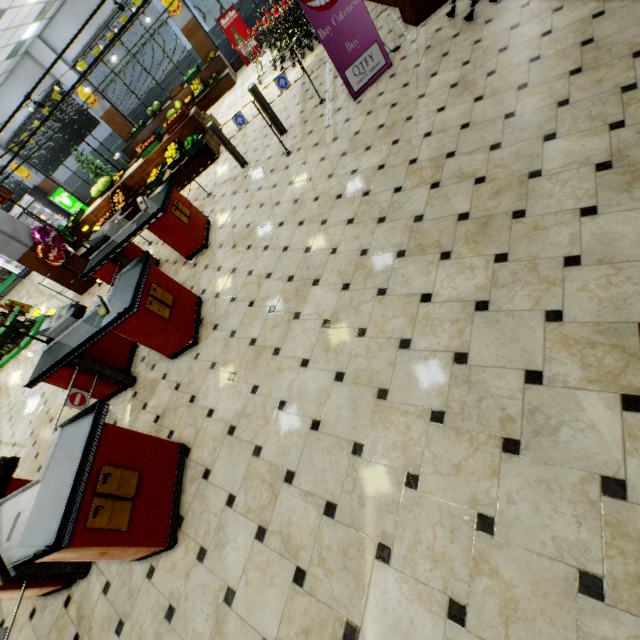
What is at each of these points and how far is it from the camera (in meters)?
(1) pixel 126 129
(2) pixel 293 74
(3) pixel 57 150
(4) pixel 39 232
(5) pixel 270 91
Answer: (1) building, 14.52
(2) building, 8.59
(3) curtain, 14.75
(4) foil balloon, 7.92
(5) building, 9.03

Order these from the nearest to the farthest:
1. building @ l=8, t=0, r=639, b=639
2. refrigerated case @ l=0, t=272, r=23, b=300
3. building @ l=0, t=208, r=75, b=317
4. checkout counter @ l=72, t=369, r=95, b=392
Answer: building @ l=8, t=0, r=639, b=639
checkout counter @ l=72, t=369, r=95, b=392
building @ l=0, t=208, r=75, b=317
refrigerated case @ l=0, t=272, r=23, b=300

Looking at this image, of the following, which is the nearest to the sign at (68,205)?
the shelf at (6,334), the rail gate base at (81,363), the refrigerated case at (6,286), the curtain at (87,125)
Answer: the curtain at (87,125)

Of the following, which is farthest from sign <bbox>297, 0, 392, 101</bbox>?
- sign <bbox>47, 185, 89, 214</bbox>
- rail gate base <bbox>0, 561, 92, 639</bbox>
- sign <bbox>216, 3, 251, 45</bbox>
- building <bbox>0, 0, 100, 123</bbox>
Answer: sign <bbox>47, 185, 89, 214</bbox>

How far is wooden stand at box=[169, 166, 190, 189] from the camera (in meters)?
8.50

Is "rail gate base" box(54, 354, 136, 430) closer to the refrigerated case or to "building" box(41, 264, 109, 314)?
"building" box(41, 264, 109, 314)

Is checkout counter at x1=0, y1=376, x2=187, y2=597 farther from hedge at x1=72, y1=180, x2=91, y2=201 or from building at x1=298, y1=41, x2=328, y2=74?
hedge at x1=72, y1=180, x2=91, y2=201

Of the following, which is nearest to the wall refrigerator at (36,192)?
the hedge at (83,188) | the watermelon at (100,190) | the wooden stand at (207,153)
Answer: the hedge at (83,188)
